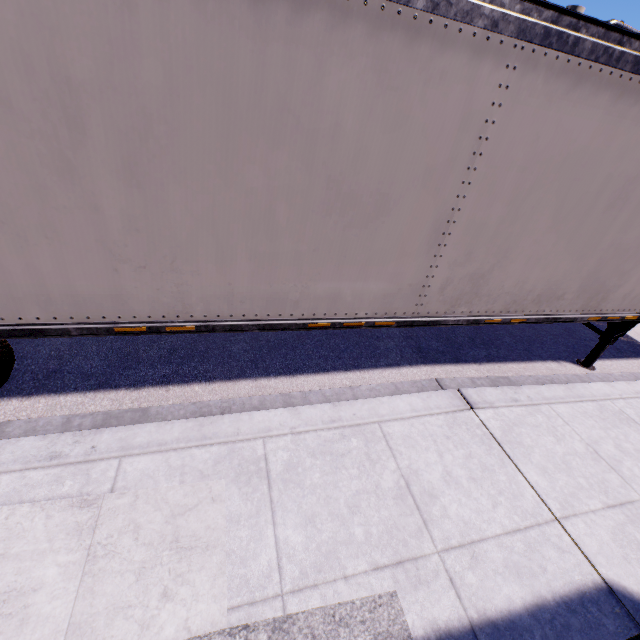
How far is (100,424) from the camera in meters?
3.3 m
